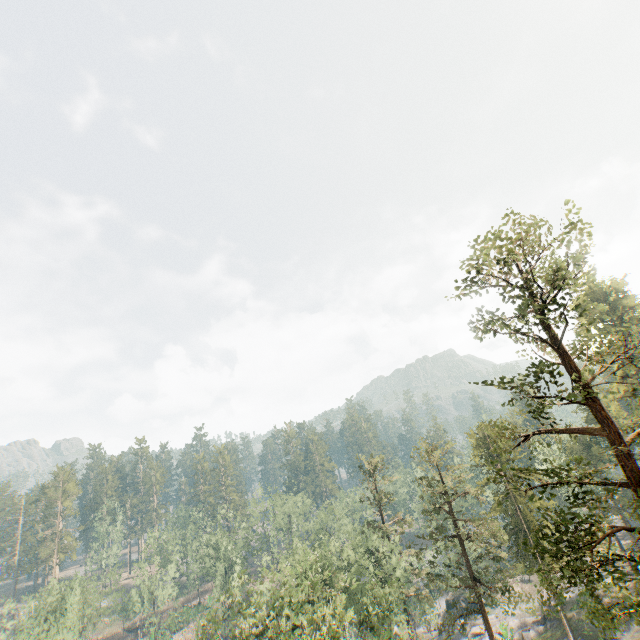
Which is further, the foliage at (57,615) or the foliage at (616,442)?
→ the foliage at (57,615)

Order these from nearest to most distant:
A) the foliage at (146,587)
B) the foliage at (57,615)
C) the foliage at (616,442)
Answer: the foliage at (616,442), the foliage at (57,615), the foliage at (146,587)

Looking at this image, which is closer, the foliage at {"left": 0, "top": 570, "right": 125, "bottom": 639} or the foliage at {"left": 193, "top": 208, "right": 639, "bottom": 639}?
the foliage at {"left": 193, "top": 208, "right": 639, "bottom": 639}

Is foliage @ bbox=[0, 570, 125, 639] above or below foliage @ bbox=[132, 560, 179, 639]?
below

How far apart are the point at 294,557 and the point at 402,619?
21.67m

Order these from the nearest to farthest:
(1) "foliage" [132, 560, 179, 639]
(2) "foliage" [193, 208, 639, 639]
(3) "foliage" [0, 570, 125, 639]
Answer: (2) "foliage" [193, 208, 639, 639] → (3) "foliage" [0, 570, 125, 639] → (1) "foliage" [132, 560, 179, 639]
